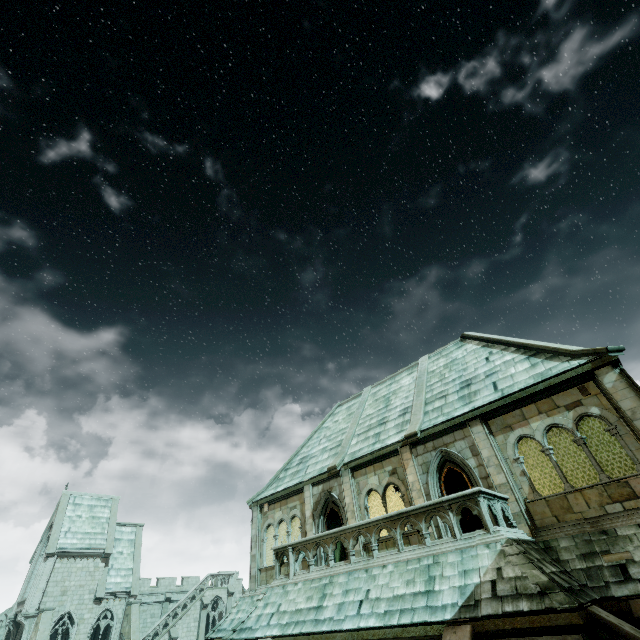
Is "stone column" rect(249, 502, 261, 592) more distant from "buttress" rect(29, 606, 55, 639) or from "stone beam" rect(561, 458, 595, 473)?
"buttress" rect(29, 606, 55, 639)

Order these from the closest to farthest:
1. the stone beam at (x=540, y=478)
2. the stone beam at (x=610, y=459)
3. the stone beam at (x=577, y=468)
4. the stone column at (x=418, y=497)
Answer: the stone column at (x=418, y=497) < the stone beam at (x=610, y=459) < the stone beam at (x=577, y=468) < the stone beam at (x=540, y=478)

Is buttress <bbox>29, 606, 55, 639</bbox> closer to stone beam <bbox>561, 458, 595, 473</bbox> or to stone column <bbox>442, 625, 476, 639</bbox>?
stone beam <bbox>561, 458, 595, 473</bbox>

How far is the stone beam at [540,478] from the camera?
19.7m

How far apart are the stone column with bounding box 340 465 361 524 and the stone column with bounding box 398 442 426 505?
2.5 meters

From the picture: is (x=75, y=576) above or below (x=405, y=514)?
above

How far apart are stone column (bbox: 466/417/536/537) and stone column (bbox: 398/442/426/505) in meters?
2.4 m

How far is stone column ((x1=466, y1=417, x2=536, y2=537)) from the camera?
9.9m
